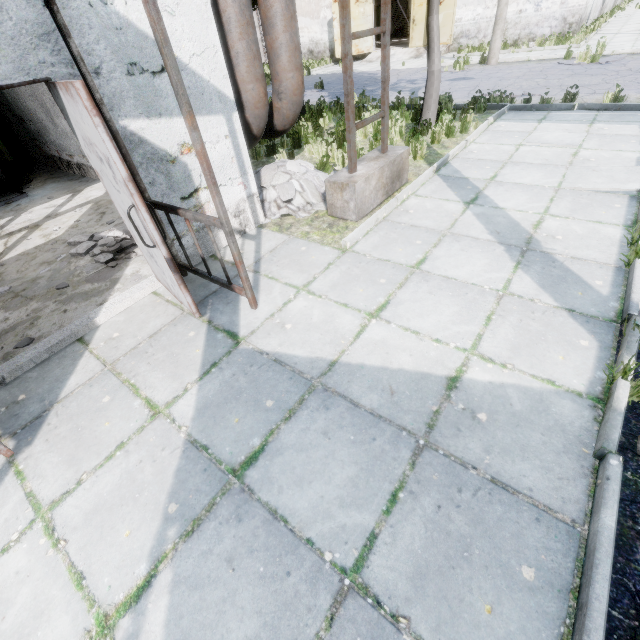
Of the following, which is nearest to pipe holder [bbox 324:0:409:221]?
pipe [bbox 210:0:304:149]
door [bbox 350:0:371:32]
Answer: pipe [bbox 210:0:304:149]

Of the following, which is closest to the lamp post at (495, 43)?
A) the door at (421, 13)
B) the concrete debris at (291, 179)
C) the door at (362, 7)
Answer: the door at (421, 13)

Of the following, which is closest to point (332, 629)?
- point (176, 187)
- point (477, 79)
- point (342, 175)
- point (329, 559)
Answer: point (329, 559)

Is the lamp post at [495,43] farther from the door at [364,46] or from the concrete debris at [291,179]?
the concrete debris at [291,179]

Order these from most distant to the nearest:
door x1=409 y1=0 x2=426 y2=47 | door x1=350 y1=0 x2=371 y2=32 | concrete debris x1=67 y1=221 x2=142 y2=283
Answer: door x1=350 y1=0 x2=371 y2=32, door x1=409 y1=0 x2=426 y2=47, concrete debris x1=67 y1=221 x2=142 y2=283

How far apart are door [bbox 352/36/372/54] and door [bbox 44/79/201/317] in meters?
25.4

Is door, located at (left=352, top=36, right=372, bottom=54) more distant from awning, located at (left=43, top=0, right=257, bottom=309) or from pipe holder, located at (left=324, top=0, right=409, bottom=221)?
awning, located at (left=43, top=0, right=257, bottom=309)

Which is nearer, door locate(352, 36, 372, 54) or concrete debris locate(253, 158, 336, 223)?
concrete debris locate(253, 158, 336, 223)
